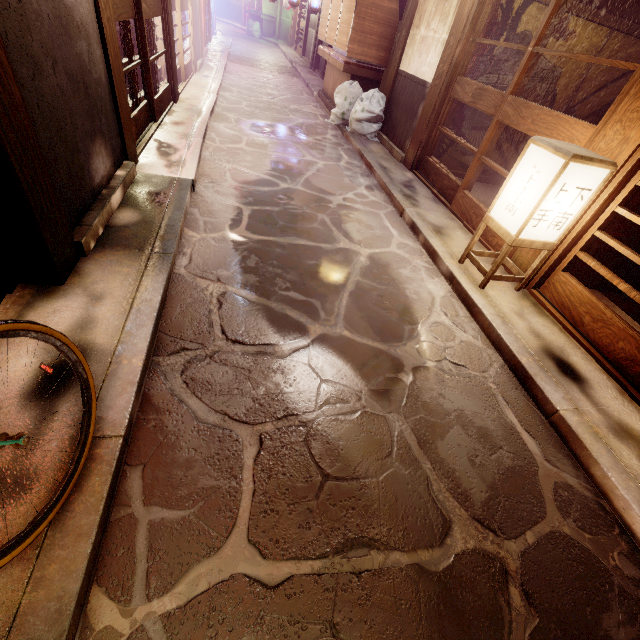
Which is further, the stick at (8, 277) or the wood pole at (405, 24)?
the wood pole at (405, 24)

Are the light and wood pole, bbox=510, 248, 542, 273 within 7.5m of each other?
yes

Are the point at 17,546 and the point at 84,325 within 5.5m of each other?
yes

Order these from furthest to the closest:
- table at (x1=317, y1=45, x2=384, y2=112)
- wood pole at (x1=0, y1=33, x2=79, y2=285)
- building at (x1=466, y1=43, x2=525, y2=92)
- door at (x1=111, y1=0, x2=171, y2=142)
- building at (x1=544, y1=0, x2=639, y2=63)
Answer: table at (x1=317, y1=45, x2=384, y2=112) < building at (x1=466, y1=43, x2=525, y2=92) < building at (x1=544, y1=0, x2=639, y2=63) < door at (x1=111, y1=0, x2=171, y2=142) < wood pole at (x1=0, y1=33, x2=79, y2=285)

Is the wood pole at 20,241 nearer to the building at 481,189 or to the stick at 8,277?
the stick at 8,277

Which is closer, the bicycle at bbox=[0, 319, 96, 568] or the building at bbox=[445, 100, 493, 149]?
the bicycle at bbox=[0, 319, 96, 568]

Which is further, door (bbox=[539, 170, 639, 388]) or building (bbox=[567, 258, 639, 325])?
building (bbox=[567, 258, 639, 325])

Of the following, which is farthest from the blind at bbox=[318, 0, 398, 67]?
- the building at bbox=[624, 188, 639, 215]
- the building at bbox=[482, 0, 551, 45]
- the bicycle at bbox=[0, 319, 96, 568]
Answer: the bicycle at bbox=[0, 319, 96, 568]
